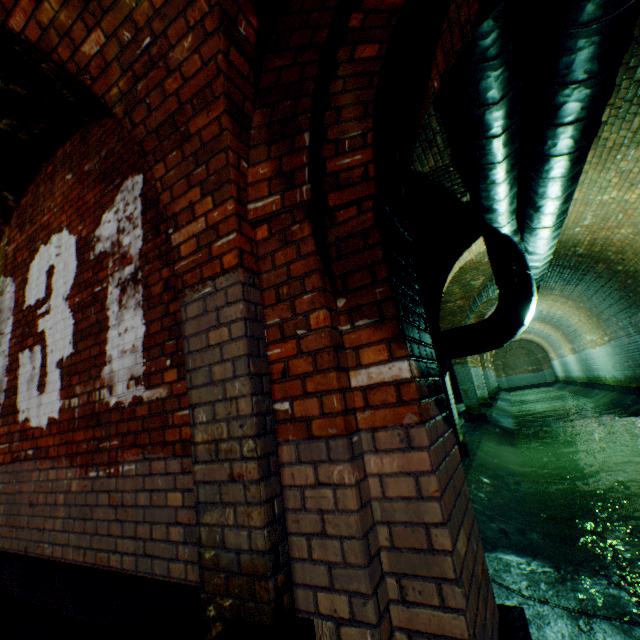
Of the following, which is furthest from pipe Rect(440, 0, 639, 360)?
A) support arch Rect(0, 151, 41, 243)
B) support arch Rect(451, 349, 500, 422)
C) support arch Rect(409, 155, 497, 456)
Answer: support arch Rect(0, 151, 41, 243)

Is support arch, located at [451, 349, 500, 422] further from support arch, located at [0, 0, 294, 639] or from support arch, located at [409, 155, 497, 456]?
support arch, located at [0, 0, 294, 639]

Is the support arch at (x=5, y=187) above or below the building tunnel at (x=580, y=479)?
Answer: above

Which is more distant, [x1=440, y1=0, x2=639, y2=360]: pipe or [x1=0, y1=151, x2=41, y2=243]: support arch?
[x1=0, y1=151, x2=41, y2=243]: support arch

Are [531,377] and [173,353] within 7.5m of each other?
no

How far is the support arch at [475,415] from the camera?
10.1 meters

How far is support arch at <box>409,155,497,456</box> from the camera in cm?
509

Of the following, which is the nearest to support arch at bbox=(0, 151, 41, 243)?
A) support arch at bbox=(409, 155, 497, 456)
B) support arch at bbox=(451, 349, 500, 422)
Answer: support arch at bbox=(409, 155, 497, 456)
